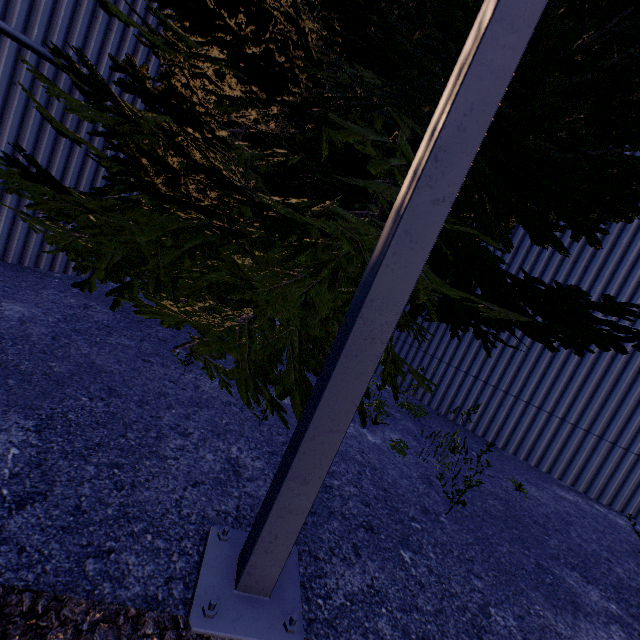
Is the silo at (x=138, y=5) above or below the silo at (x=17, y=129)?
above

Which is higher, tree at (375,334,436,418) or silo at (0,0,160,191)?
silo at (0,0,160,191)

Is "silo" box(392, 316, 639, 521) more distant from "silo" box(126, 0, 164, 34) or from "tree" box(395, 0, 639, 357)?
"silo" box(126, 0, 164, 34)

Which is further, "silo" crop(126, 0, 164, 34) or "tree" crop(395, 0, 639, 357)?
"silo" crop(126, 0, 164, 34)

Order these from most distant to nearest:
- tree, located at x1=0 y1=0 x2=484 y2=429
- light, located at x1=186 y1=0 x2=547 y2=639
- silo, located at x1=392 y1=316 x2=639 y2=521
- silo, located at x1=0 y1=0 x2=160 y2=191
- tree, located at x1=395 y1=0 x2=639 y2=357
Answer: silo, located at x1=392 y1=316 x2=639 y2=521 → silo, located at x1=0 y1=0 x2=160 y2=191 → tree, located at x1=0 y1=0 x2=484 y2=429 → tree, located at x1=395 y1=0 x2=639 y2=357 → light, located at x1=186 y1=0 x2=547 y2=639

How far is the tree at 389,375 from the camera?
4.8m

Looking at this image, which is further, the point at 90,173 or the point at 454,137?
the point at 90,173

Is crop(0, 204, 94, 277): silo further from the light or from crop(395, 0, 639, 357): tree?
the light
